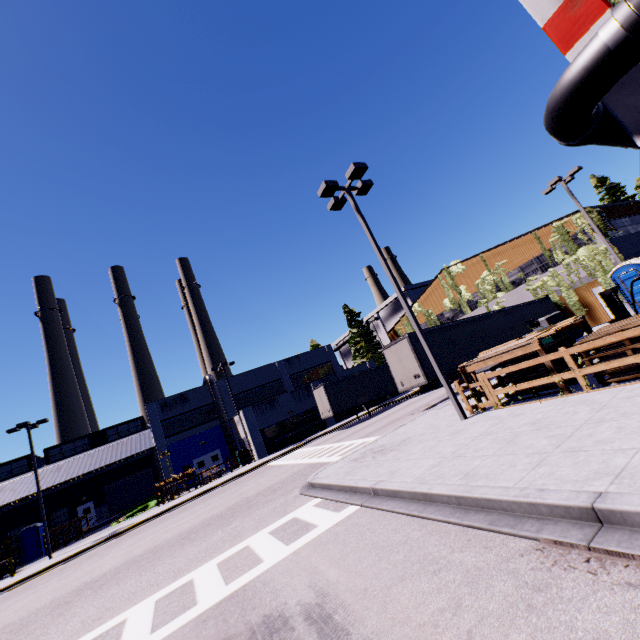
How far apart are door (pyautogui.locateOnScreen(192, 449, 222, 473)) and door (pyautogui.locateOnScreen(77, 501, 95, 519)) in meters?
12.6

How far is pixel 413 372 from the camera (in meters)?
17.75

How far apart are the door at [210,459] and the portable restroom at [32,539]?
13.72m

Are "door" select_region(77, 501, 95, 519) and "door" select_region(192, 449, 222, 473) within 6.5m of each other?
no

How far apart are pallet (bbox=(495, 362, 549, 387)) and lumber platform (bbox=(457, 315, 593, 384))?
0.2m

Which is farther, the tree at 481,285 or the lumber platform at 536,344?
the tree at 481,285

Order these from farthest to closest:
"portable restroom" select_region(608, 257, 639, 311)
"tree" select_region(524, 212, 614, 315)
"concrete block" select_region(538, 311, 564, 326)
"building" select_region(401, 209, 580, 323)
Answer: "building" select_region(401, 209, 580, 323), "tree" select_region(524, 212, 614, 315), "concrete block" select_region(538, 311, 564, 326), "portable restroom" select_region(608, 257, 639, 311)

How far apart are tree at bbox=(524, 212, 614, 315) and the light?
17.53m
